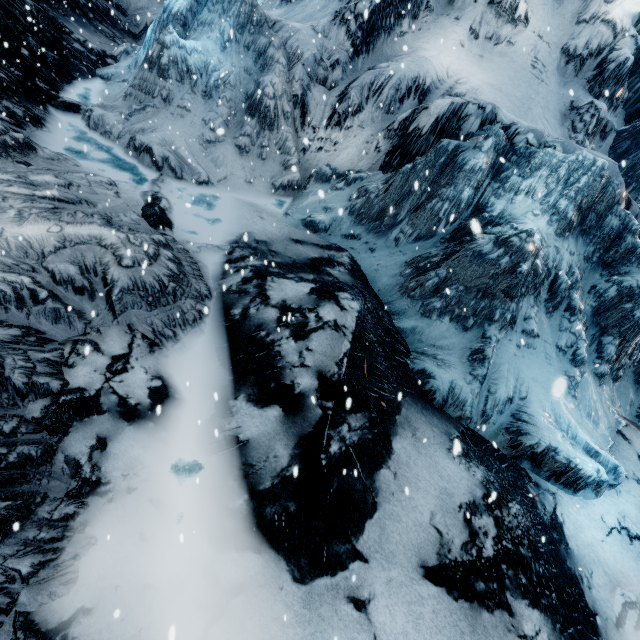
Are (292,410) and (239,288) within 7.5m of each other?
yes
